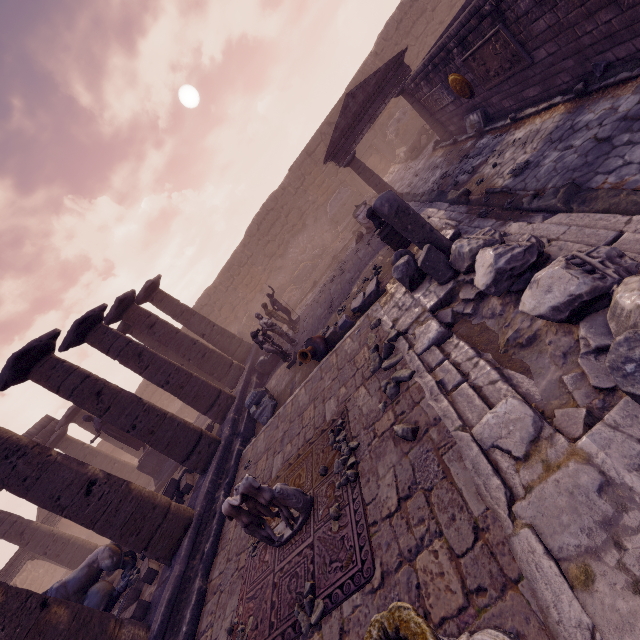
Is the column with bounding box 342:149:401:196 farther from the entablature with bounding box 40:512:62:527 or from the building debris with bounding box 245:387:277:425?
the entablature with bounding box 40:512:62:527

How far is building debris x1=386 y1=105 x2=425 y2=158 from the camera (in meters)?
18.03

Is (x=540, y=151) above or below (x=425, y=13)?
below

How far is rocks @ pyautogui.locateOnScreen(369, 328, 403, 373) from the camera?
5.4m

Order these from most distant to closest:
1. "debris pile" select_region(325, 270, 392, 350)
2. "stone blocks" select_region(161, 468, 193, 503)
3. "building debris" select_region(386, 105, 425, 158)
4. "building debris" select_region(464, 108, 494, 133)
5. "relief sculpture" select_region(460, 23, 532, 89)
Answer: → "building debris" select_region(386, 105, 425, 158) < "building debris" select_region(464, 108, 494, 133) < "stone blocks" select_region(161, 468, 193, 503) < "debris pile" select_region(325, 270, 392, 350) < "relief sculpture" select_region(460, 23, 532, 89)

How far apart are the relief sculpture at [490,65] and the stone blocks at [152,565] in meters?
13.5 m

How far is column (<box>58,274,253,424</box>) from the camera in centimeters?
1020cm

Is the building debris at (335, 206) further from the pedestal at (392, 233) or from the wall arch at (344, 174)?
the pedestal at (392, 233)
